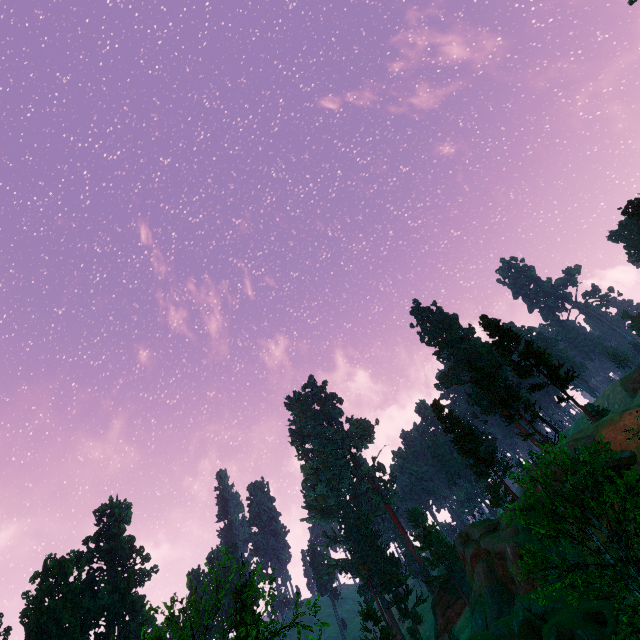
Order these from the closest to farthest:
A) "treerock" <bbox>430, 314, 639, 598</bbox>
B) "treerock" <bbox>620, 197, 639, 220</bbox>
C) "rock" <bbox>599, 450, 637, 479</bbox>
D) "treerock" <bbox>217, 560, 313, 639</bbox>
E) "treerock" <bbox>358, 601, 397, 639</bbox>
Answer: "treerock" <bbox>430, 314, 639, 598</bbox> < "treerock" <bbox>217, 560, 313, 639</bbox> < "rock" <bbox>599, 450, 637, 479</bbox> < "treerock" <bbox>358, 601, 397, 639</bbox> < "treerock" <bbox>620, 197, 639, 220</bbox>

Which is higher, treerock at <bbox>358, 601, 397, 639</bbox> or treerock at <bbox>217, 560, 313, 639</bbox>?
treerock at <bbox>217, 560, 313, 639</bbox>

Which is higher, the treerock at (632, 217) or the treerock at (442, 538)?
the treerock at (632, 217)

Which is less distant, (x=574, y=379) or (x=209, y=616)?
(x=209, y=616)

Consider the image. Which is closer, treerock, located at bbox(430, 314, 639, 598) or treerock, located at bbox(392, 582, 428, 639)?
treerock, located at bbox(430, 314, 639, 598)

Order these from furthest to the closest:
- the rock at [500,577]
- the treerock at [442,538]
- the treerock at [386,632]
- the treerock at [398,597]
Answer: the treerock at [442,538] < the treerock at [398,597] < the treerock at [386,632] < the rock at [500,577]
